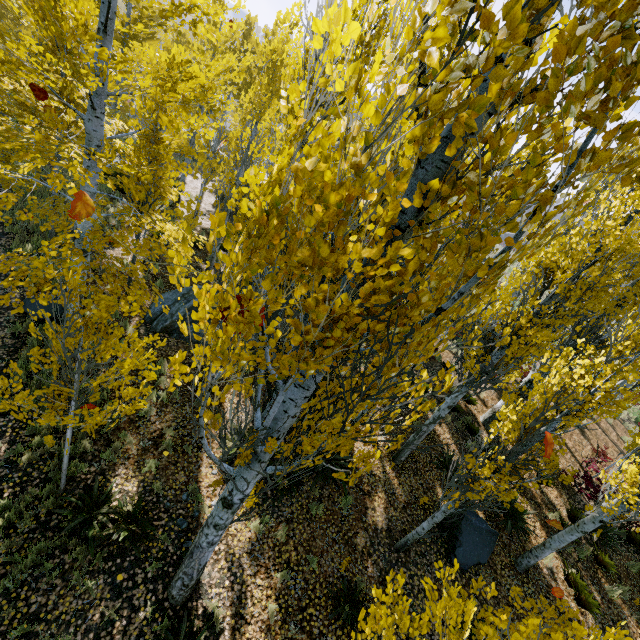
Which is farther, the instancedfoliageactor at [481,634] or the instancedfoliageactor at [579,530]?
the instancedfoliageactor at [579,530]

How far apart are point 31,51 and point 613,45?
6.32m

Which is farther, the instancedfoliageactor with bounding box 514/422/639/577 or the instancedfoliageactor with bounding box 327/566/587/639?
the instancedfoliageactor with bounding box 514/422/639/577

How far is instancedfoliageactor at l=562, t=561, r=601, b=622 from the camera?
8.3m

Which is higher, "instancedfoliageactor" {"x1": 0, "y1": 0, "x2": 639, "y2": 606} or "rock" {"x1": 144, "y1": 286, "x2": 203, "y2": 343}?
"instancedfoliageactor" {"x1": 0, "y1": 0, "x2": 639, "y2": 606}

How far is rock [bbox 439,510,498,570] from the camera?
7.96m
